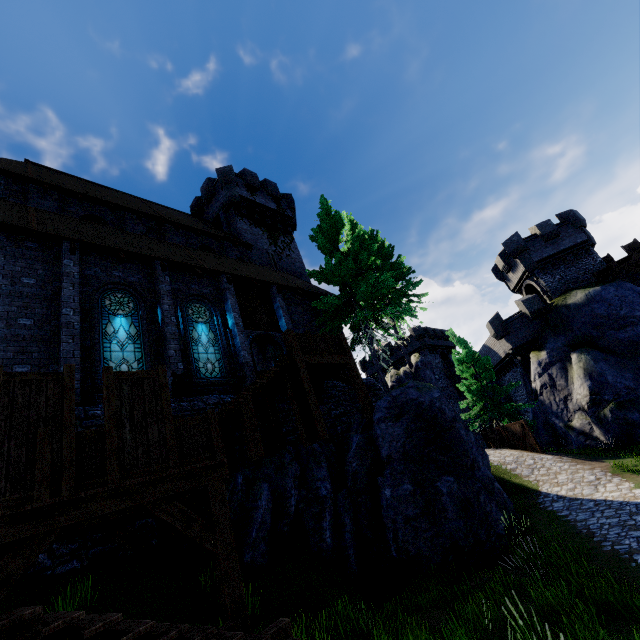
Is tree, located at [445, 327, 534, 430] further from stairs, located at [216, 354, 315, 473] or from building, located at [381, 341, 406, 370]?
stairs, located at [216, 354, 315, 473]

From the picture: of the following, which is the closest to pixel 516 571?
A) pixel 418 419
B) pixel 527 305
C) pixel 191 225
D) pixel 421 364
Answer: pixel 418 419

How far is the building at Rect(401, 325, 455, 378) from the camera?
43.38m

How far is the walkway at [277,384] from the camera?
11.80m

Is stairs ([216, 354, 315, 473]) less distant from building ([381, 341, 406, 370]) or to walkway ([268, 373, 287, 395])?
walkway ([268, 373, 287, 395])

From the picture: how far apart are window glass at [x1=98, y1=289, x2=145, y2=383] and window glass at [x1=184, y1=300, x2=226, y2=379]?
1.53m

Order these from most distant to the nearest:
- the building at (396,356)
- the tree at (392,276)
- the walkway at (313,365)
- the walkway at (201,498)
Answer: the building at (396,356) < the tree at (392,276) < the walkway at (313,365) < the walkway at (201,498)

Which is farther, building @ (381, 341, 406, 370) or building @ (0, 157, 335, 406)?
building @ (381, 341, 406, 370)
